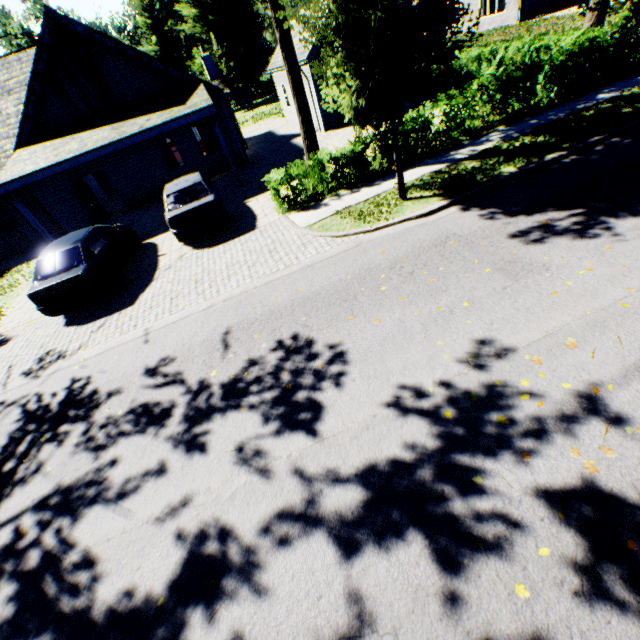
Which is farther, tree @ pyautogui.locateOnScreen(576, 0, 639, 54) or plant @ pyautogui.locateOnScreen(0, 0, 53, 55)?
plant @ pyautogui.locateOnScreen(0, 0, 53, 55)

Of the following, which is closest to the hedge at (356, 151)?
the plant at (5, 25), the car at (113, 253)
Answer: the car at (113, 253)

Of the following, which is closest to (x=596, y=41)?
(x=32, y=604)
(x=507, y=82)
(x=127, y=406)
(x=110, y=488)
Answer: (x=507, y=82)

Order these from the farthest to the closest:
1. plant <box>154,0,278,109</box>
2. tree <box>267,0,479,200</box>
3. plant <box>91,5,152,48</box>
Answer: plant <box>91,5,152,48</box>, plant <box>154,0,278,109</box>, tree <box>267,0,479,200</box>

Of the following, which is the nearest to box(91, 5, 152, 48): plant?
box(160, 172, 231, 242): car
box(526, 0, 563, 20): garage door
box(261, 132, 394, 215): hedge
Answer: box(526, 0, 563, 20): garage door

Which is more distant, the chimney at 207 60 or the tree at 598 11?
the chimney at 207 60

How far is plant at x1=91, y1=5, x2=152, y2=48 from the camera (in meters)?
50.62

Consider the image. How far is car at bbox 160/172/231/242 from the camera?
10.12m
